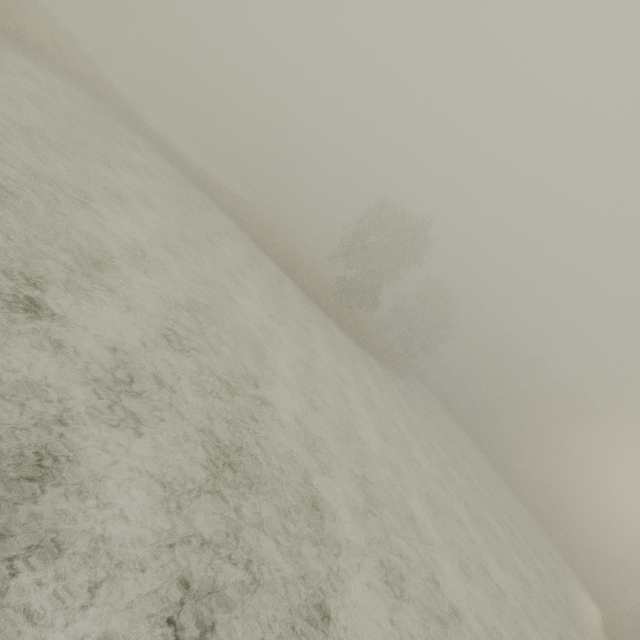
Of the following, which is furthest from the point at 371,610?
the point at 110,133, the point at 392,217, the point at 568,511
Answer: the point at 568,511
